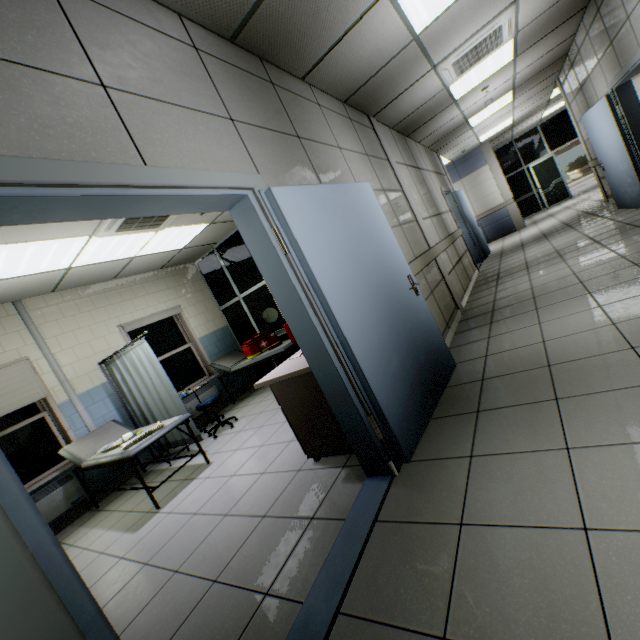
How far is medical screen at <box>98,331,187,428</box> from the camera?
4.50m

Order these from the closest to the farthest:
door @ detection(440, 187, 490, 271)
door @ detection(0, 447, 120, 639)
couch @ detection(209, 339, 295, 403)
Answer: door @ detection(0, 447, 120, 639) → couch @ detection(209, 339, 295, 403) → door @ detection(440, 187, 490, 271)

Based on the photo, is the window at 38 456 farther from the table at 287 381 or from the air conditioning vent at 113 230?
the table at 287 381

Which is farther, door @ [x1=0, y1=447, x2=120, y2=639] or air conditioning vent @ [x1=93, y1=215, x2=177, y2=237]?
air conditioning vent @ [x1=93, y1=215, x2=177, y2=237]

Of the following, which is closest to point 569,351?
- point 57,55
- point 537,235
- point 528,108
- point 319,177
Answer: point 319,177

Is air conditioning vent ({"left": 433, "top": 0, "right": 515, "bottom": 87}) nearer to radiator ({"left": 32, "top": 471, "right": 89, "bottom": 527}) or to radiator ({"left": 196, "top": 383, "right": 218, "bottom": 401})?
radiator ({"left": 196, "top": 383, "right": 218, "bottom": 401})

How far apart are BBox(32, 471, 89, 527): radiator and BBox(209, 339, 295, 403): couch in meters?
2.8 m

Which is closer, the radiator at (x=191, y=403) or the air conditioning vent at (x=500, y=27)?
the air conditioning vent at (x=500, y=27)
